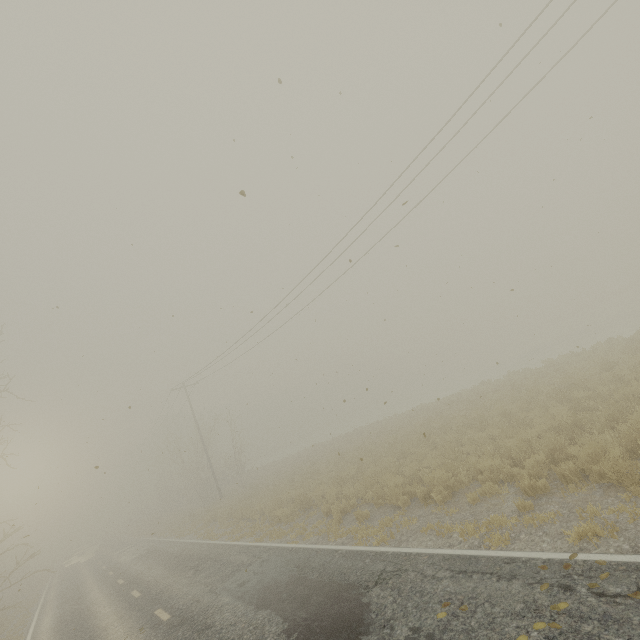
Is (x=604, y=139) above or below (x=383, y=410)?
above
